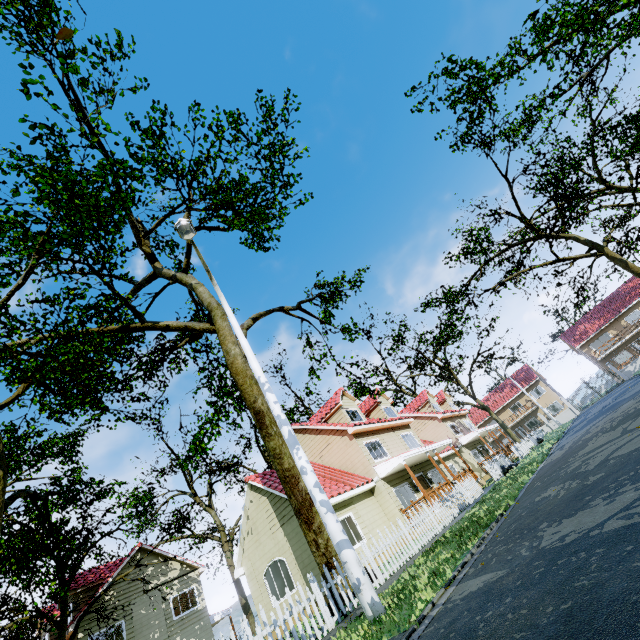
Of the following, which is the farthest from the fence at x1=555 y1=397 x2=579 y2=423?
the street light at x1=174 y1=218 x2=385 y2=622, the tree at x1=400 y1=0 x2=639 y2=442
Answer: the street light at x1=174 y1=218 x2=385 y2=622

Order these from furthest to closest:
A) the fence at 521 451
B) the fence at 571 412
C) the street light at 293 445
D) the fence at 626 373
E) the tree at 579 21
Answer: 1. the fence at 571 412
2. the fence at 626 373
3. the fence at 521 451
4. the tree at 579 21
5. the street light at 293 445

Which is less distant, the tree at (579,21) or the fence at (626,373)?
the tree at (579,21)

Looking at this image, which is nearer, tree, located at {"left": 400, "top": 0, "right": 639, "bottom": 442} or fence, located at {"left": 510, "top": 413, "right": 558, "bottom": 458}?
tree, located at {"left": 400, "top": 0, "right": 639, "bottom": 442}

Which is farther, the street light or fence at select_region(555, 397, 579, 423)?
fence at select_region(555, 397, 579, 423)

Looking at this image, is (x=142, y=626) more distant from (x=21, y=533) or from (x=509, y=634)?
(x=509, y=634)

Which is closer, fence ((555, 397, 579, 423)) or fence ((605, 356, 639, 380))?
fence ((605, 356, 639, 380))
